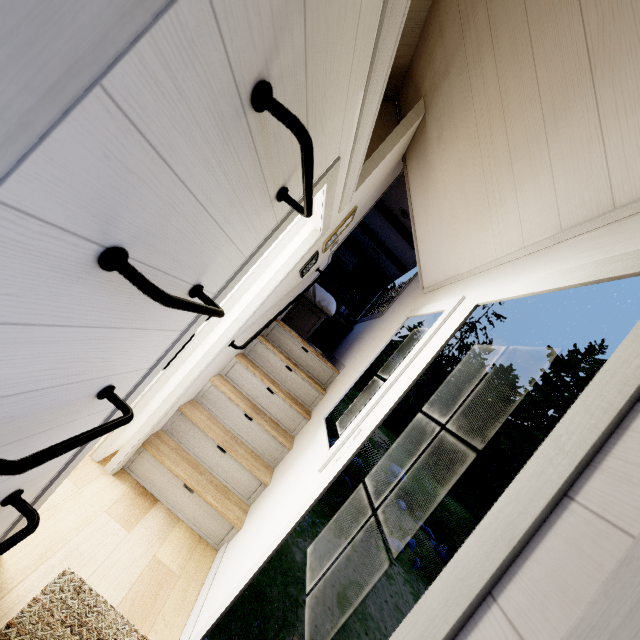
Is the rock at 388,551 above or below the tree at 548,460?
below

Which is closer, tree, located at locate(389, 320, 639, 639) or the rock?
tree, located at locate(389, 320, 639, 639)

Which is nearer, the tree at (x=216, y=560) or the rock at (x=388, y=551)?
the tree at (x=216, y=560)

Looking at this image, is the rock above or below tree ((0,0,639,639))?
below

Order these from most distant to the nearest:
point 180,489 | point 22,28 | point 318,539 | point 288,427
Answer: point 318,539 < point 288,427 < point 180,489 < point 22,28
